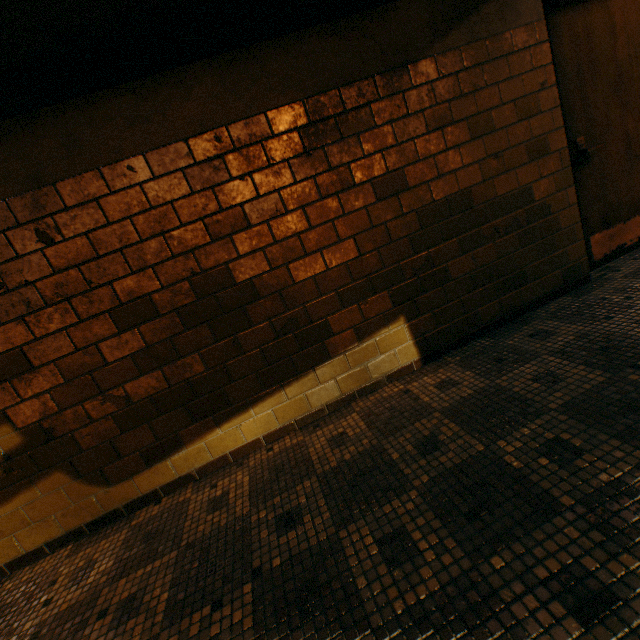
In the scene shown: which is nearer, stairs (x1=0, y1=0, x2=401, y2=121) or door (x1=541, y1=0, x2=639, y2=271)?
stairs (x1=0, y1=0, x2=401, y2=121)

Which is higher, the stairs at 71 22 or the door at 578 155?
the stairs at 71 22

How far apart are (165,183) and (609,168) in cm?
358

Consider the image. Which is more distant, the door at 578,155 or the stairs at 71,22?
the door at 578,155

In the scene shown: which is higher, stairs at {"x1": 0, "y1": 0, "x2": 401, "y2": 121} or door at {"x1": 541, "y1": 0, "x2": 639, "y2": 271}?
stairs at {"x1": 0, "y1": 0, "x2": 401, "y2": 121}
